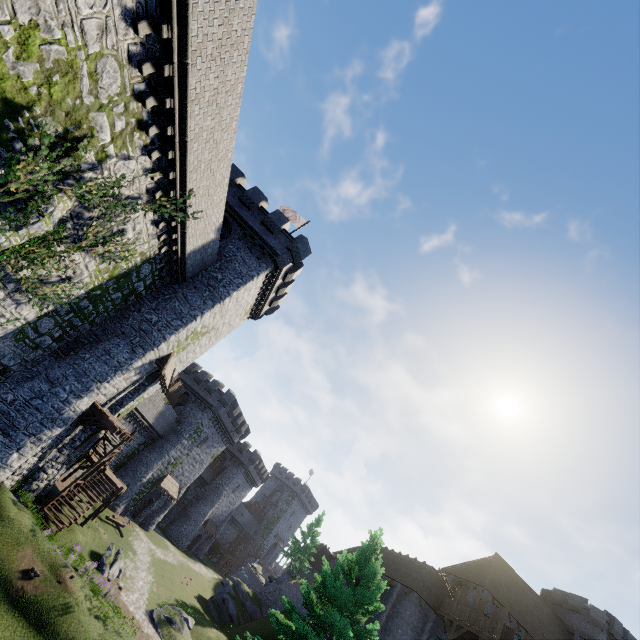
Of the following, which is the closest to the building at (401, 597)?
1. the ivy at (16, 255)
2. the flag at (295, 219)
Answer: the ivy at (16, 255)

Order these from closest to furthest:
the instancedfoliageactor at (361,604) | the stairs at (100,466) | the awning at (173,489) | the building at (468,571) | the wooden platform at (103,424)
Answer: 1. the instancedfoliageactor at (361,604)
2. the wooden platform at (103,424)
3. the stairs at (100,466)
4. the building at (468,571)
5. the awning at (173,489)

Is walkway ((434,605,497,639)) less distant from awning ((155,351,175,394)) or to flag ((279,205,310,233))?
awning ((155,351,175,394))

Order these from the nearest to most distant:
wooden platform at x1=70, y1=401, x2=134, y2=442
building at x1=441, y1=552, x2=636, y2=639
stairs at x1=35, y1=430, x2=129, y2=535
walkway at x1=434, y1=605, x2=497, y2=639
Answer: wooden platform at x1=70, y1=401, x2=134, y2=442
stairs at x1=35, y1=430, x2=129, y2=535
walkway at x1=434, y1=605, x2=497, y2=639
building at x1=441, y1=552, x2=636, y2=639

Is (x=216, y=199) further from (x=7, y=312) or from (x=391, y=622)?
(x=391, y=622)

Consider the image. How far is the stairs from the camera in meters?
19.9 m

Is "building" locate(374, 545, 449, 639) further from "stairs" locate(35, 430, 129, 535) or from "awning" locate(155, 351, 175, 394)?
"awning" locate(155, 351, 175, 394)

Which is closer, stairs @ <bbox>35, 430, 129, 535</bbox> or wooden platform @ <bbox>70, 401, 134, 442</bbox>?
wooden platform @ <bbox>70, 401, 134, 442</bbox>
